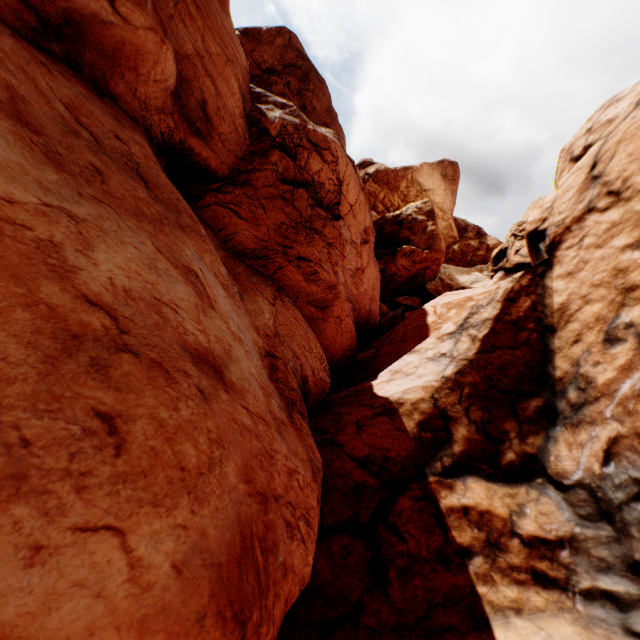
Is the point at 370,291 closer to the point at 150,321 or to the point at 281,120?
the point at 281,120
